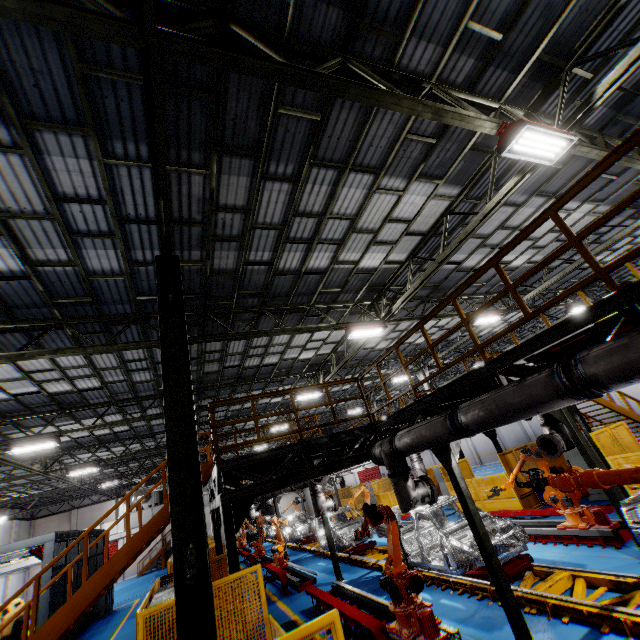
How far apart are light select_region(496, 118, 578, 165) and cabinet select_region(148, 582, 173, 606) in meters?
9.9 m

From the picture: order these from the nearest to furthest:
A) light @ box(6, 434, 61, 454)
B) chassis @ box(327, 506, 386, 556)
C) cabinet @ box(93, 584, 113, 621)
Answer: light @ box(6, 434, 61, 454)
chassis @ box(327, 506, 386, 556)
cabinet @ box(93, 584, 113, 621)

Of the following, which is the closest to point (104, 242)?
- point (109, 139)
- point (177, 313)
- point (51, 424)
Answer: point (109, 139)

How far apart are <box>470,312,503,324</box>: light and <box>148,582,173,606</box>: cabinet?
13.8m

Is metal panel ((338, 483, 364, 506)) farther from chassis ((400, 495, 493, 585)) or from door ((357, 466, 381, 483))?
door ((357, 466, 381, 483))

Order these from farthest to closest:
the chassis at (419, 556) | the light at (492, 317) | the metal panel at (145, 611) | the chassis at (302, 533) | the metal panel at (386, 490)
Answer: the metal panel at (386, 490)
the chassis at (302, 533)
the light at (492, 317)
the chassis at (419, 556)
the metal panel at (145, 611)

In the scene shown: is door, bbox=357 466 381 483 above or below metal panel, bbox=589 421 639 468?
above

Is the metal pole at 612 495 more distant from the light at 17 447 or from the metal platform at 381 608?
the light at 17 447
